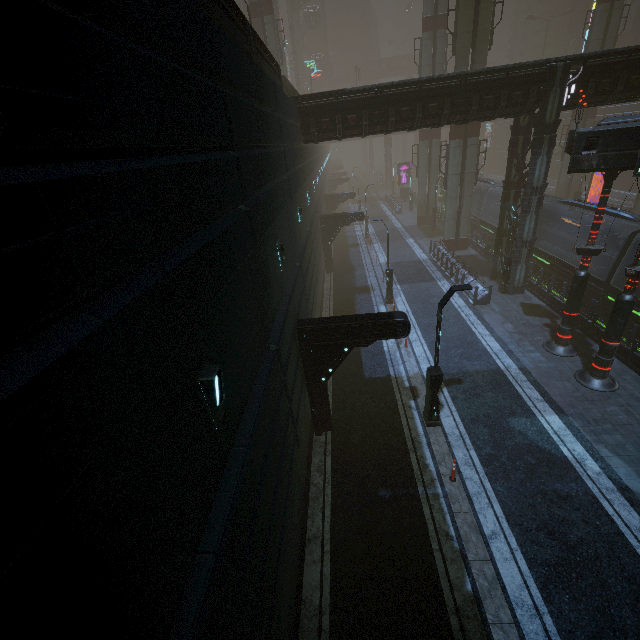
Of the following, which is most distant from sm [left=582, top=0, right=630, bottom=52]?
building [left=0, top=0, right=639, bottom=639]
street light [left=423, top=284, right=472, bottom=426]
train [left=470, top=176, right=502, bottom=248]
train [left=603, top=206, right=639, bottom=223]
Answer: street light [left=423, top=284, right=472, bottom=426]

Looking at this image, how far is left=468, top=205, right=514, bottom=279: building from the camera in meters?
20.8 m

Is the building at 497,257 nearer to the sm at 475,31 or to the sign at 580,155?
the sm at 475,31

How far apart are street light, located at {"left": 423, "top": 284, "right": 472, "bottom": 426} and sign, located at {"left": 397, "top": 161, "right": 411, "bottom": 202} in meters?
48.0

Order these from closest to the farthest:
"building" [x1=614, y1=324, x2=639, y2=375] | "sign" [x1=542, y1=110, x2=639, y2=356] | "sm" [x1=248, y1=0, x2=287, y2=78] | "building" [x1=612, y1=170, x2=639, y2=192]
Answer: "sign" [x1=542, y1=110, x2=639, y2=356] < "building" [x1=614, y1=324, x2=639, y2=375] < "sm" [x1=248, y1=0, x2=287, y2=78] < "building" [x1=612, y1=170, x2=639, y2=192]

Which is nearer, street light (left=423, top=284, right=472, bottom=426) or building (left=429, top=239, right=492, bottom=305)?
street light (left=423, top=284, right=472, bottom=426)

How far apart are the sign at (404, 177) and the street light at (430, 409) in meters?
48.0 m

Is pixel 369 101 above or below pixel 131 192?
above
